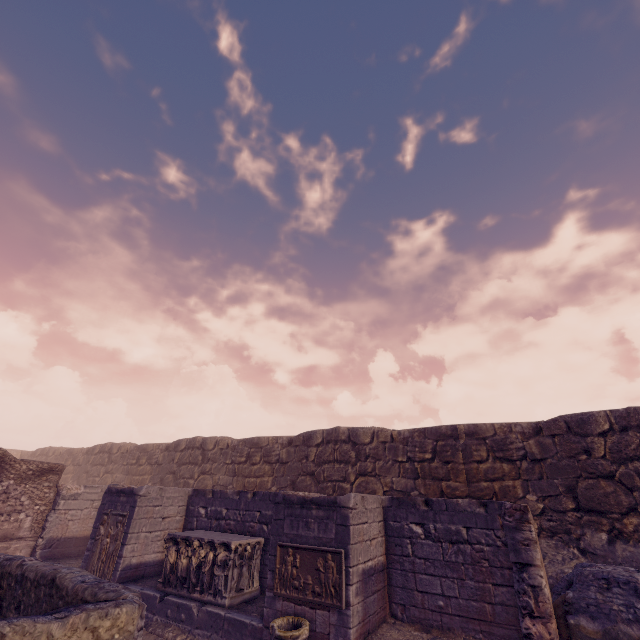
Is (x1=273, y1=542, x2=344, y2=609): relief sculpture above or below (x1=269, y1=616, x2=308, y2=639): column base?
above

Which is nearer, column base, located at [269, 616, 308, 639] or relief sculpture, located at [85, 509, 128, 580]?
column base, located at [269, 616, 308, 639]

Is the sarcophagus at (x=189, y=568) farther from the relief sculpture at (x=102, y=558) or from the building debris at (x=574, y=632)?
the building debris at (x=574, y=632)

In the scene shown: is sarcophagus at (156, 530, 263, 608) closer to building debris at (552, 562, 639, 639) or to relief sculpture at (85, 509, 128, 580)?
relief sculpture at (85, 509, 128, 580)

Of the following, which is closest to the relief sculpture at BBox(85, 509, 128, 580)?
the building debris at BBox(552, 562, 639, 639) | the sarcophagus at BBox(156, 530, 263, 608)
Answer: the sarcophagus at BBox(156, 530, 263, 608)

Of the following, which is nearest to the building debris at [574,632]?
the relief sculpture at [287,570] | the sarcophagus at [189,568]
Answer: the relief sculpture at [287,570]

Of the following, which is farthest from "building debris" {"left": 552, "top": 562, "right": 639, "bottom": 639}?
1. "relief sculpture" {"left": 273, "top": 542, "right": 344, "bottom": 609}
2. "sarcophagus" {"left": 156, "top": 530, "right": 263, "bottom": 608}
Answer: "sarcophagus" {"left": 156, "top": 530, "right": 263, "bottom": 608}

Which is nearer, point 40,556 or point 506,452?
point 506,452
